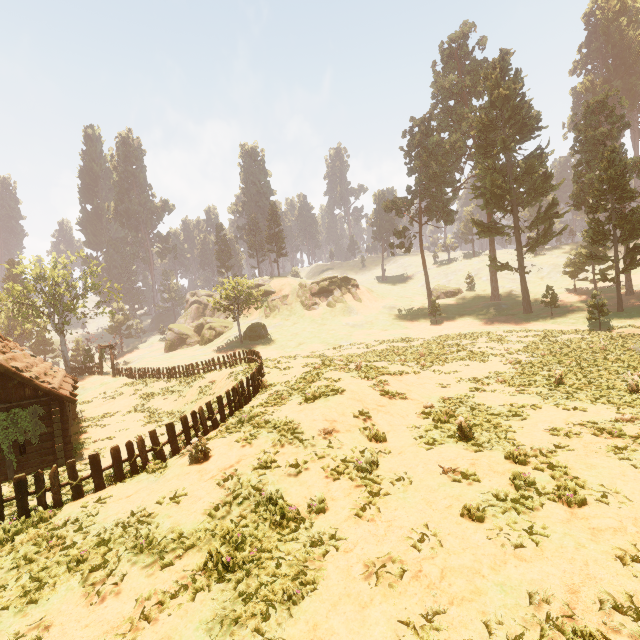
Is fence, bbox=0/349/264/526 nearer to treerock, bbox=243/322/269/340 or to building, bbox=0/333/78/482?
building, bbox=0/333/78/482

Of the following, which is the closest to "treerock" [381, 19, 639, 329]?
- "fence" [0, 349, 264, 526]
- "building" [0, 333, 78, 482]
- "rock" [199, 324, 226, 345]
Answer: "building" [0, 333, 78, 482]

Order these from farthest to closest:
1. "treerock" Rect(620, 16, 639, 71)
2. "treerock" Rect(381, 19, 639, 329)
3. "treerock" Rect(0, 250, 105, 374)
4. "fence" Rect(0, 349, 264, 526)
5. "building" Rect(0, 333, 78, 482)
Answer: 1. "treerock" Rect(620, 16, 639, 71)
2. "treerock" Rect(0, 250, 105, 374)
3. "treerock" Rect(381, 19, 639, 329)
4. "building" Rect(0, 333, 78, 482)
5. "fence" Rect(0, 349, 264, 526)

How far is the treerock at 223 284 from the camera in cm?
4591

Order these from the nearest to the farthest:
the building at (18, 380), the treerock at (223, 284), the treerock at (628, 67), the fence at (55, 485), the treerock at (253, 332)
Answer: the fence at (55, 485), the building at (18, 380), the treerock at (223, 284), the treerock at (253, 332), the treerock at (628, 67)

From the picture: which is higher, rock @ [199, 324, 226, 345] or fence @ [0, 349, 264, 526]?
rock @ [199, 324, 226, 345]

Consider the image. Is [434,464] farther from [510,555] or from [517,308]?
[517,308]
